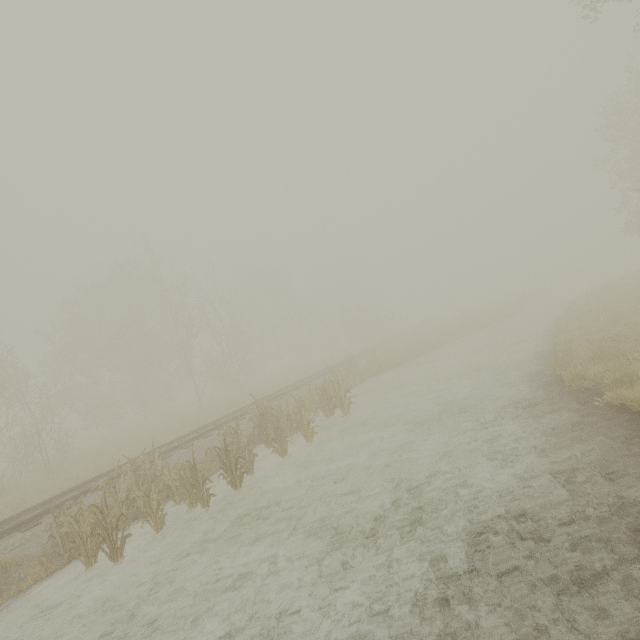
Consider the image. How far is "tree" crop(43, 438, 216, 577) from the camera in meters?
7.0 m

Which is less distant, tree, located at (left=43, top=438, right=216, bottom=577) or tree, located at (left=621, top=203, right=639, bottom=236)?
tree, located at (left=43, top=438, right=216, bottom=577)

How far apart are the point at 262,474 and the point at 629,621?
8.7 meters

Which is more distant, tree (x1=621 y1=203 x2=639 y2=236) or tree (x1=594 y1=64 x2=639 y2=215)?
tree (x1=621 y1=203 x2=639 y2=236)

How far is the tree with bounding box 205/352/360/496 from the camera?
9.0 meters

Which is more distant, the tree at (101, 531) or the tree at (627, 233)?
the tree at (627, 233)

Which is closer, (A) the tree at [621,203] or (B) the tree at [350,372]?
(B) the tree at [350,372]

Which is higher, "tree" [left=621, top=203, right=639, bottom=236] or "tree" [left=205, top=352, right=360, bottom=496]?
"tree" [left=621, top=203, right=639, bottom=236]
